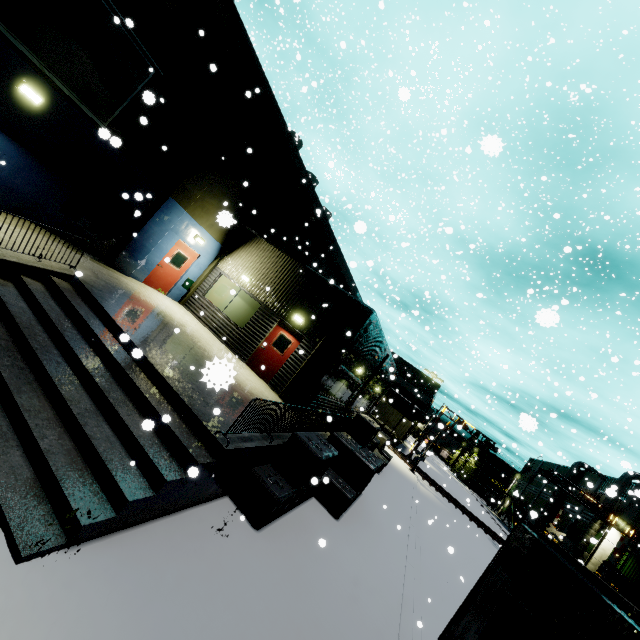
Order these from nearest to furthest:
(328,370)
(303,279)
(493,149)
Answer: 1. (493,149)
2. (328,370)
3. (303,279)

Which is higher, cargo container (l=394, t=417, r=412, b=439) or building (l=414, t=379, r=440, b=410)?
building (l=414, t=379, r=440, b=410)

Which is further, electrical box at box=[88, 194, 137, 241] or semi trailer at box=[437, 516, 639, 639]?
electrical box at box=[88, 194, 137, 241]

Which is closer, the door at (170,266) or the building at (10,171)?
the building at (10,171)

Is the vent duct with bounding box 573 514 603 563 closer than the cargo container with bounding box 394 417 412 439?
Yes

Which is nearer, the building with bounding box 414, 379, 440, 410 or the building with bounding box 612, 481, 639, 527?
the building with bounding box 612, 481, 639, 527

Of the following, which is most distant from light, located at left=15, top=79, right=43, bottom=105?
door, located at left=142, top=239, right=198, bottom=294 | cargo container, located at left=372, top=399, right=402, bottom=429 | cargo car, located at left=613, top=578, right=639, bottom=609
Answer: cargo car, located at left=613, top=578, right=639, bottom=609

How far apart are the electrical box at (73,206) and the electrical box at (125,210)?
0.41m
